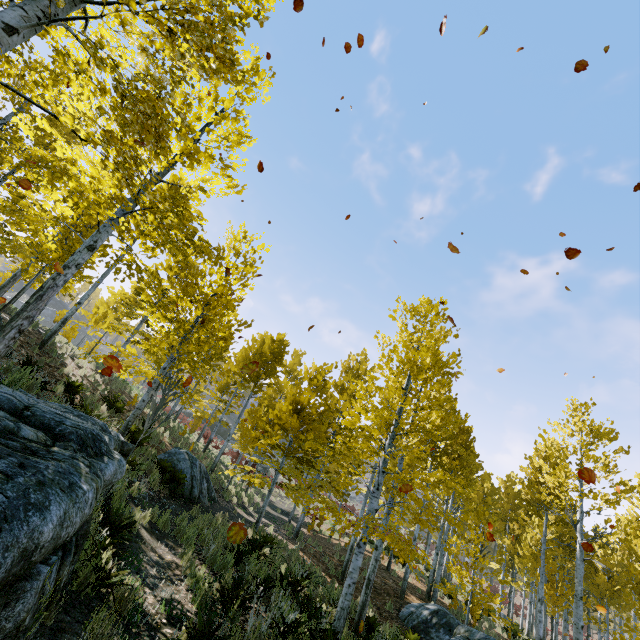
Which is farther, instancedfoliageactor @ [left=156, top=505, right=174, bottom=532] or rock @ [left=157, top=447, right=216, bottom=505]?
rock @ [left=157, top=447, right=216, bottom=505]

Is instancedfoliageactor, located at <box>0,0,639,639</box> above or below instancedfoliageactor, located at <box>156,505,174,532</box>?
above

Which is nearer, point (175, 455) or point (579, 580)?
point (579, 580)

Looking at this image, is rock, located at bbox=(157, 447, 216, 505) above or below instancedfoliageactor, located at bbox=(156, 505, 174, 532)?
above

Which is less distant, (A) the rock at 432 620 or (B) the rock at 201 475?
(A) the rock at 432 620

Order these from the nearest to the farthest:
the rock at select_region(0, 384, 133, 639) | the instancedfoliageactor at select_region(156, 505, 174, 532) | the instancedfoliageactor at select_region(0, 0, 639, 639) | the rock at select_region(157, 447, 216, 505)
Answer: the rock at select_region(0, 384, 133, 639) < the instancedfoliageactor at select_region(0, 0, 639, 639) < the instancedfoliageactor at select_region(156, 505, 174, 532) < the rock at select_region(157, 447, 216, 505)

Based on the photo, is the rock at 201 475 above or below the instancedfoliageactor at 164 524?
above
